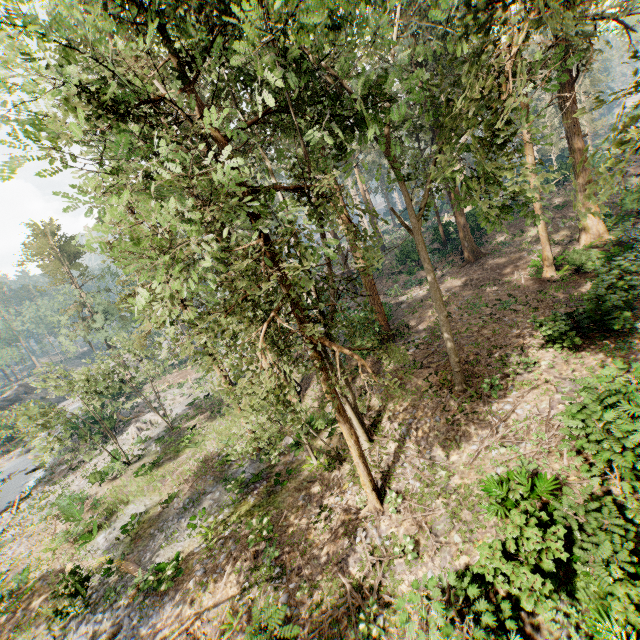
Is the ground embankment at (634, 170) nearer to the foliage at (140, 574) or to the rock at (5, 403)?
the foliage at (140, 574)

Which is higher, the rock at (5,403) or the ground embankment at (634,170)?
the ground embankment at (634,170)

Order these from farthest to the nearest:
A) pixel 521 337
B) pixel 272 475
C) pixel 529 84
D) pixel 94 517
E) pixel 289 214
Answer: pixel 529 84
pixel 94 517
pixel 272 475
pixel 521 337
pixel 289 214

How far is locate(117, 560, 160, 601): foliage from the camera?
13.4m

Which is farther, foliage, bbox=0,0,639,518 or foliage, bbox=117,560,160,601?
foliage, bbox=117,560,160,601

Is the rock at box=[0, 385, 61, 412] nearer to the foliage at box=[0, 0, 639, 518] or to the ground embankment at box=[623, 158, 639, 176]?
the foliage at box=[0, 0, 639, 518]
